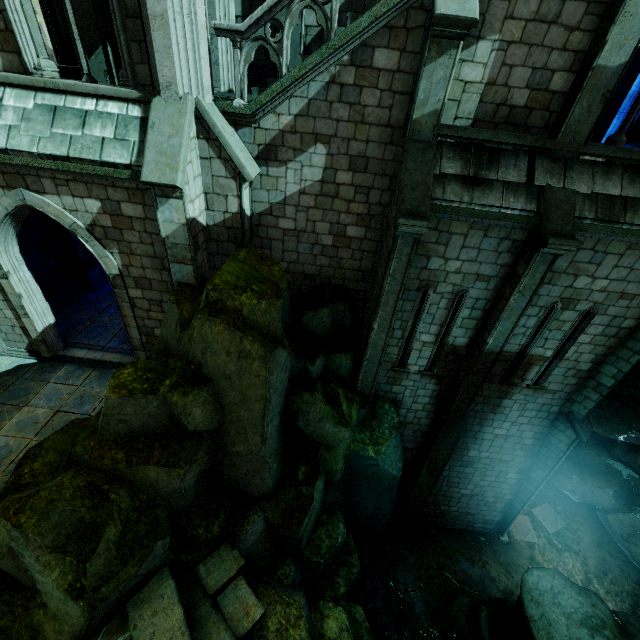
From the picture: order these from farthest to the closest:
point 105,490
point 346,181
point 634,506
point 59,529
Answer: point 634,506
point 346,181
point 105,490
point 59,529

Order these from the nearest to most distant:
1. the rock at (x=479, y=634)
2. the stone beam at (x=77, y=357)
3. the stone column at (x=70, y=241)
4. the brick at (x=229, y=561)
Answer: the brick at (x=229, y=561), the rock at (x=479, y=634), the stone beam at (x=77, y=357), the stone column at (x=70, y=241)

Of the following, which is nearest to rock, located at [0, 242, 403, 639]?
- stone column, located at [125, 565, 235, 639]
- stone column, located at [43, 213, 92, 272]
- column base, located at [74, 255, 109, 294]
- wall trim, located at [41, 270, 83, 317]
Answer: stone column, located at [125, 565, 235, 639]

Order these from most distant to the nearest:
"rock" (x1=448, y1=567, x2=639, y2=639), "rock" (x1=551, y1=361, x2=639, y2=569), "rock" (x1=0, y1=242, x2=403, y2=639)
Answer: "rock" (x1=551, y1=361, x2=639, y2=569) → "rock" (x1=448, y1=567, x2=639, y2=639) → "rock" (x1=0, y1=242, x2=403, y2=639)

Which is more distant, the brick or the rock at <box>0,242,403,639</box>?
the brick

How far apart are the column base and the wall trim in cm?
1

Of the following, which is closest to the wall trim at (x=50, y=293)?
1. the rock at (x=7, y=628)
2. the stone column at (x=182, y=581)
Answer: the rock at (x=7, y=628)

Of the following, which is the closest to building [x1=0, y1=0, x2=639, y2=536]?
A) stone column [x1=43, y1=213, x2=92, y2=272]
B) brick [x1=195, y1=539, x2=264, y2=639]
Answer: stone column [x1=43, y1=213, x2=92, y2=272]
